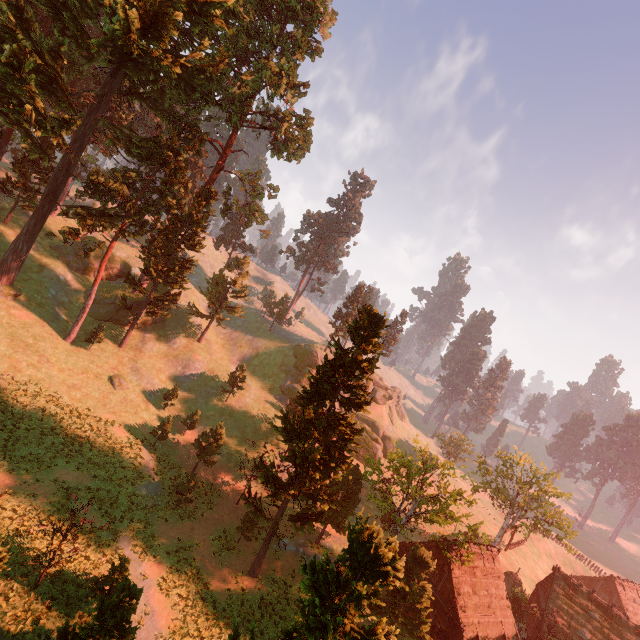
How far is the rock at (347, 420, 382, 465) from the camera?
54.7 meters

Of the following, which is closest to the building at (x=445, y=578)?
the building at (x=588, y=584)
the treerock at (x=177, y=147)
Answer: the treerock at (x=177, y=147)

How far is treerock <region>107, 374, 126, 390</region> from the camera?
36.7 meters

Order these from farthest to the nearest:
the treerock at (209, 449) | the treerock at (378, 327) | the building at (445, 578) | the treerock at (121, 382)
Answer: the treerock at (121, 382), the treerock at (209, 449), the building at (445, 578), the treerock at (378, 327)

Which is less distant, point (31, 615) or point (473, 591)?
point (31, 615)

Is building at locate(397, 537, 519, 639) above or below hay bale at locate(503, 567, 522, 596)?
above

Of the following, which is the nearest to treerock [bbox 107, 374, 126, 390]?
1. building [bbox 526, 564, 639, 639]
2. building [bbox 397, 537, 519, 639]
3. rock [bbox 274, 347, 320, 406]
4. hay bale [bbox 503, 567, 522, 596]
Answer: building [bbox 526, 564, 639, 639]

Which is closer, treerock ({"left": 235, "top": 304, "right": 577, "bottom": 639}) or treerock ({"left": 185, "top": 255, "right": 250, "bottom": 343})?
treerock ({"left": 235, "top": 304, "right": 577, "bottom": 639})
